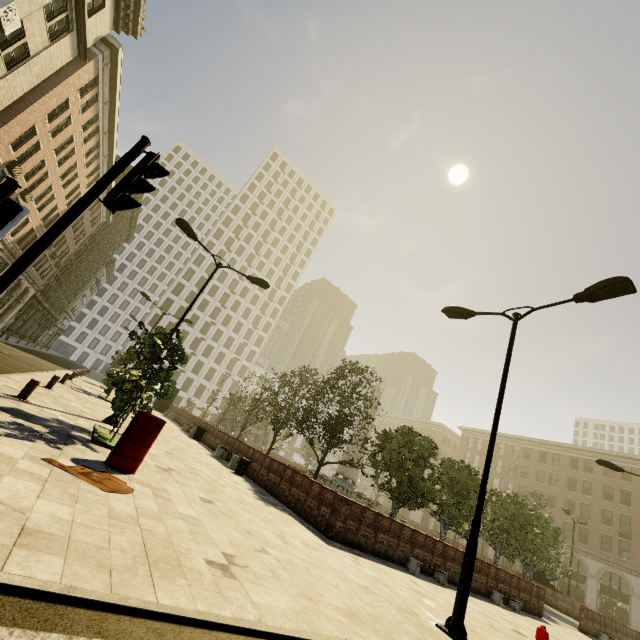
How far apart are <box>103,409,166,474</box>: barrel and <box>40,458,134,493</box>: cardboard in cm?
49

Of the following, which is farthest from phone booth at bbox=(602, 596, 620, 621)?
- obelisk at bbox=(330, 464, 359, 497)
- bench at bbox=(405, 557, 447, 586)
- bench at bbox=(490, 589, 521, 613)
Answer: bench at bbox=(405, 557, 447, 586)

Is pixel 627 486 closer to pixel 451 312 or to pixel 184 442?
pixel 451 312

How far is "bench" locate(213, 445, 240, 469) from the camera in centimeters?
1530cm

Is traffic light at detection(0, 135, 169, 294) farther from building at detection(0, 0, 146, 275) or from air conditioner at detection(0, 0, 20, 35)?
air conditioner at detection(0, 0, 20, 35)

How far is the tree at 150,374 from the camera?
8.2m

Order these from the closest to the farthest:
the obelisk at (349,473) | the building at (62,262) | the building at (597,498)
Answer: the obelisk at (349,473) < the building at (62,262) < the building at (597,498)

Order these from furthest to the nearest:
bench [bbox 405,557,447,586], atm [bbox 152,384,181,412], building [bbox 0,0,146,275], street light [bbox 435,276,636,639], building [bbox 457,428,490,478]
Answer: building [bbox 457,428,490,478]
atm [bbox 152,384,181,412]
building [bbox 0,0,146,275]
bench [bbox 405,557,447,586]
street light [bbox 435,276,636,639]
